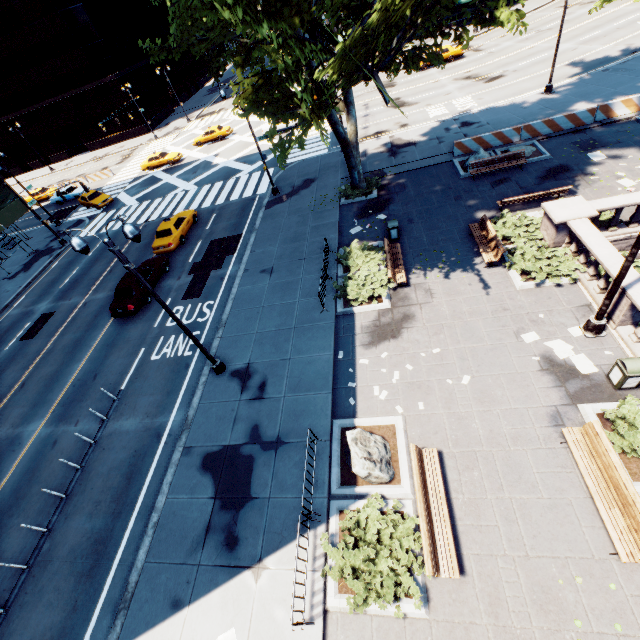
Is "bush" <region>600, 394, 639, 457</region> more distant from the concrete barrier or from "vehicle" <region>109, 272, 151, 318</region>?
"vehicle" <region>109, 272, 151, 318</region>

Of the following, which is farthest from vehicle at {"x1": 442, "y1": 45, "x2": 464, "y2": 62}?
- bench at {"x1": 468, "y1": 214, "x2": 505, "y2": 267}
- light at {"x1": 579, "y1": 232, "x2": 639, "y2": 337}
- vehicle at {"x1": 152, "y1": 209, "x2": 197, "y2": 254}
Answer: light at {"x1": 579, "y1": 232, "x2": 639, "y2": 337}

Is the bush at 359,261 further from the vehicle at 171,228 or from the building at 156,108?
the building at 156,108

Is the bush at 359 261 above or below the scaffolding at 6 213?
below

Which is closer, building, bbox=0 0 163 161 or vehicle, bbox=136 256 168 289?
vehicle, bbox=136 256 168 289

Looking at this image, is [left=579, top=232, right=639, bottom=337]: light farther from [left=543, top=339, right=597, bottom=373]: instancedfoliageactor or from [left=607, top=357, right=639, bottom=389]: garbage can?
[left=607, top=357, right=639, bottom=389]: garbage can

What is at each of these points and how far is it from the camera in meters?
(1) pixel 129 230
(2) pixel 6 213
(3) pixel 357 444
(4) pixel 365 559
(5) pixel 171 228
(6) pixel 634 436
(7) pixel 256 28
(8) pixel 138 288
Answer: (1) light, 8.8 m
(2) scaffolding, 28.9 m
(3) rock, 9.7 m
(4) bush, 8.0 m
(5) vehicle, 22.9 m
(6) bush, 8.3 m
(7) tree, 7.9 m
(8) vehicle, 18.9 m

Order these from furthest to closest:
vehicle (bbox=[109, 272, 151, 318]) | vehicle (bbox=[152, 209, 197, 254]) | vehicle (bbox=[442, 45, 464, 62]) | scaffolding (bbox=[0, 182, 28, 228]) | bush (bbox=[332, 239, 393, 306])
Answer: vehicle (bbox=[442, 45, 464, 62]) → scaffolding (bbox=[0, 182, 28, 228]) → vehicle (bbox=[152, 209, 197, 254]) → vehicle (bbox=[109, 272, 151, 318]) → bush (bbox=[332, 239, 393, 306])
